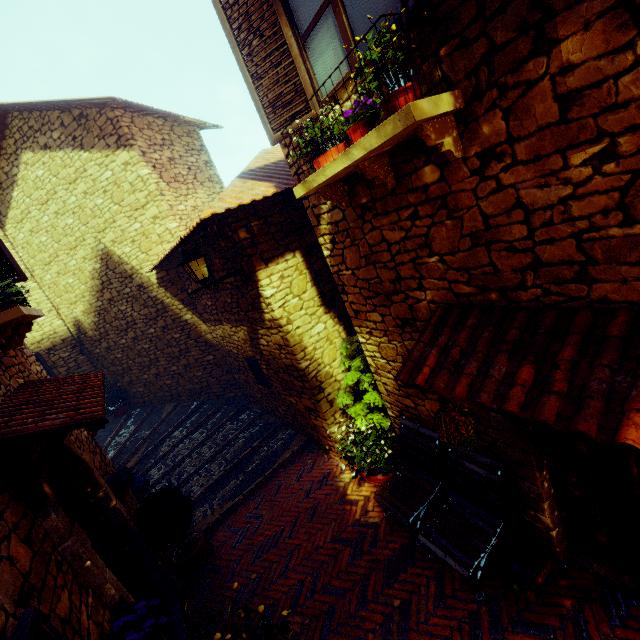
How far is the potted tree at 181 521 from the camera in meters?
4.4

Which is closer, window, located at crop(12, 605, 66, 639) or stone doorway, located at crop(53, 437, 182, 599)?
window, located at crop(12, 605, 66, 639)

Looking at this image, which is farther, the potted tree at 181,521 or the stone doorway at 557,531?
the potted tree at 181,521

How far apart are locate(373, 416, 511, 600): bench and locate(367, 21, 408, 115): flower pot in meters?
3.2 m

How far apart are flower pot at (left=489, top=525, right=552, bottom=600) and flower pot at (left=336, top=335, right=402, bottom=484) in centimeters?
193cm

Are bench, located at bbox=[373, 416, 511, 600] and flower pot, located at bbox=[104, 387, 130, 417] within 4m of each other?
no

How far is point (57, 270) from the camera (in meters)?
9.12

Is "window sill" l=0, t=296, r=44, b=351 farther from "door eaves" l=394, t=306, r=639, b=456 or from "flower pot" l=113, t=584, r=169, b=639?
"door eaves" l=394, t=306, r=639, b=456
